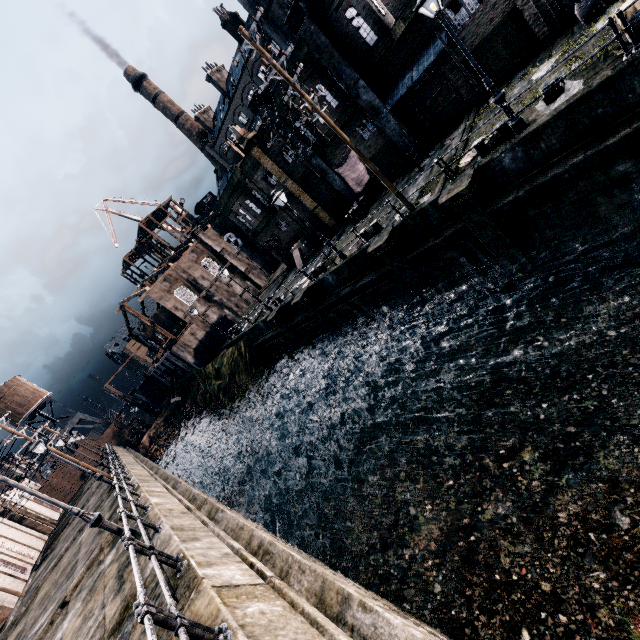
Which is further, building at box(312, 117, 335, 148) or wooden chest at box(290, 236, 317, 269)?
wooden chest at box(290, 236, 317, 269)

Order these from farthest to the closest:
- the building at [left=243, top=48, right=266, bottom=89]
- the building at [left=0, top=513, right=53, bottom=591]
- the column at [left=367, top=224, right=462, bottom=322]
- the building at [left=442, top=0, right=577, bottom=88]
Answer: the building at [left=243, top=48, right=266, bottom=89] < the building at [left=0, top=513, right=53, bottom=591] < the column at [left=367, top=224, right=462, bottom=322] < the building at [left=442, top=0, right=577, bottom=88]

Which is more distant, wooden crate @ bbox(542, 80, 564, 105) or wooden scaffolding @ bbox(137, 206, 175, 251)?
wooden scaffolding @ bbox(137, 206, 175, 251)

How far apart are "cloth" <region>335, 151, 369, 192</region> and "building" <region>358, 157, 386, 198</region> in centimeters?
1cm

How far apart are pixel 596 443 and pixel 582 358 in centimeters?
325cm

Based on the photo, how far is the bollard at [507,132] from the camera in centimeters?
1241cm

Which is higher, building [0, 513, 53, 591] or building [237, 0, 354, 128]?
building [237, 0, 354, 128]

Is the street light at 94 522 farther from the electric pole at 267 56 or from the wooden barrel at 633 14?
the wooden barrel at 633 14
